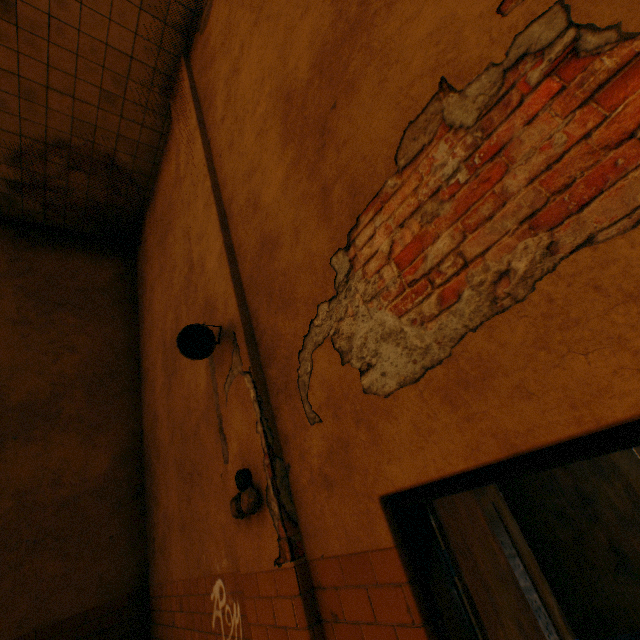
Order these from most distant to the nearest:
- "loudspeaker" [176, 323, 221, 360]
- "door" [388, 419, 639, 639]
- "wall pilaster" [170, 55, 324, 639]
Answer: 1. "loudspeaker" [176, 323, 221, 360]
2. "wall pilaster" [170, 55, 324, 639]
3. "door" [388, 419, 639, 639]

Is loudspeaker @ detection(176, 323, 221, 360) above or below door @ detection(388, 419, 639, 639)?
above

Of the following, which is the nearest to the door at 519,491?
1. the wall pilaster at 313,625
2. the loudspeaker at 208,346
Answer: the wall pilaster at 313,625

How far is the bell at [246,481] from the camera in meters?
2.2

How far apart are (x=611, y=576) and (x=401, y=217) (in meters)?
4.42

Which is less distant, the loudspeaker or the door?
the door

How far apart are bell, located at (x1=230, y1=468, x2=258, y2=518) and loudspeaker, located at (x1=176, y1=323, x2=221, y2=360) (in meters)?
0.95

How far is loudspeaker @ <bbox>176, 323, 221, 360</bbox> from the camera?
2.65m
